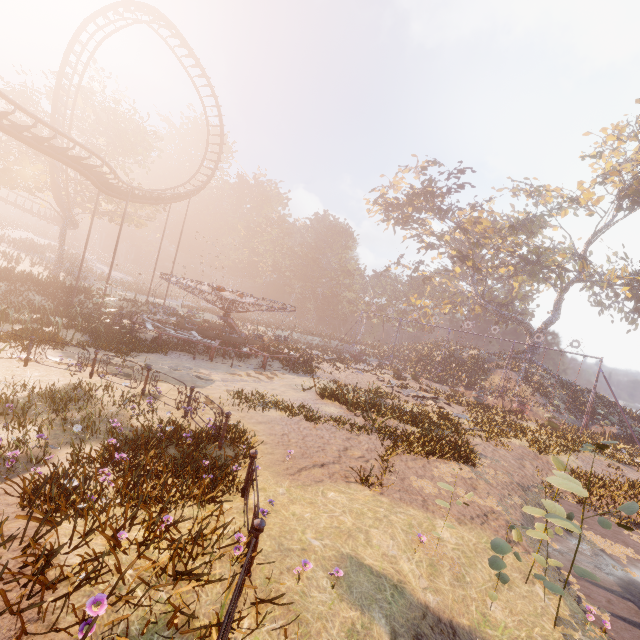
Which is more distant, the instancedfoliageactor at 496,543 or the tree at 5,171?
the tree at 5,171

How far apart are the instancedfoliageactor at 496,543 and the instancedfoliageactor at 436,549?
1.0 meters

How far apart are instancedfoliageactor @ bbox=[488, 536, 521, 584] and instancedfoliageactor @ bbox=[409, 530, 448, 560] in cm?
100

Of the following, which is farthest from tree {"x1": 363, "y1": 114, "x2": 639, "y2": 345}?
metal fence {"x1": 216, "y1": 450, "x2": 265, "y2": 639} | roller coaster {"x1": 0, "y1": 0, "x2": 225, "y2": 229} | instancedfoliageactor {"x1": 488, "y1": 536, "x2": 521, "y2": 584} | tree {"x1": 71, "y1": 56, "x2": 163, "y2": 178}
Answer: metal fence {"x1": 216, "y1": 450, "x2": 265, "y2": 639}

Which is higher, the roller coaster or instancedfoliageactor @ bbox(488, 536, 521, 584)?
the roller coaster

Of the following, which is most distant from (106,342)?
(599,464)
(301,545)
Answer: (599,464)

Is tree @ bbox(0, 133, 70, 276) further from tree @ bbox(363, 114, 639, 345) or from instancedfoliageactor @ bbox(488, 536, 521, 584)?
instancedfoliageactor @ bbox(488, 536, 521, 584)

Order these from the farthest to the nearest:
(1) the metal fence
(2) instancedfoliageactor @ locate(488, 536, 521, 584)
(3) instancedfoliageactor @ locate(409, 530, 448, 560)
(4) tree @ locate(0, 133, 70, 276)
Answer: (4) tree @ locate(0, 133, 70, 276), (3) instancedfoliageactor @ locate(409, 530, 448, 560), (2) instancedfoliageactor @ locate(488, 536, 521, 584), (1) the metal fence
